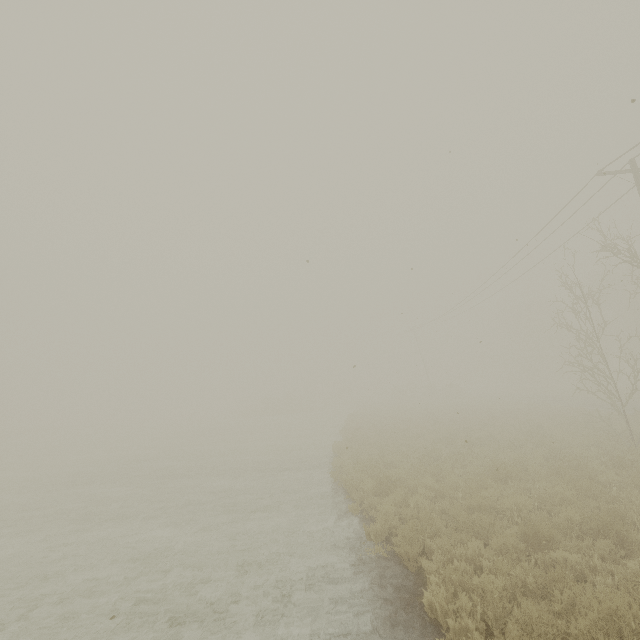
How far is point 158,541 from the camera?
9.4 meters
